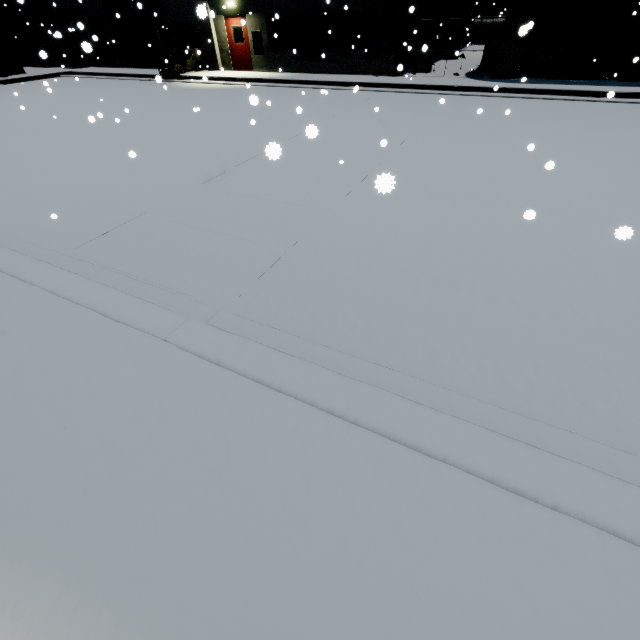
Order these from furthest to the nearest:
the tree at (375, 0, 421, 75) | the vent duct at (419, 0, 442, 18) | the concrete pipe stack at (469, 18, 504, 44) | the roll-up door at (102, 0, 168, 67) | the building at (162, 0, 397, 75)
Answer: the concrete pipe stack at (469, 18, 504, 44), the roll-up door at (102, 0, 168, 67), the building at (162, 0, 397, 75), the vent duct at (419, 0, 442, 18), the tree at (375, 0, 421, 75)

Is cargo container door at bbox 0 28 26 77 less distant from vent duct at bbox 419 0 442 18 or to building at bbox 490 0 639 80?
building at bbox 490 0 639 80

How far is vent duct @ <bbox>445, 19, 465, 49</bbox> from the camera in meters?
20.2

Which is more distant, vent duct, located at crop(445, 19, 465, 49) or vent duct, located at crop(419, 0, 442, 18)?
vent duct, located at crop(445, 19, 465, 49)

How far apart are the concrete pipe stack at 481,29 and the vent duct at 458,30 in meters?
13.1

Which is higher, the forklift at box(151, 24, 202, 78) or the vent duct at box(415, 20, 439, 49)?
the vent duct at box(415, 20, 439, 49)

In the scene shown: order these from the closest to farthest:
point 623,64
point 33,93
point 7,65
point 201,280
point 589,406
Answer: point 589,406 < point 201,280 < point 623,64 < point 33,93 < point 7,65

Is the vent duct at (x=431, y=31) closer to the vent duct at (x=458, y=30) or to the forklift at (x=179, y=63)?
the vent duct at (x=458, y=30)
